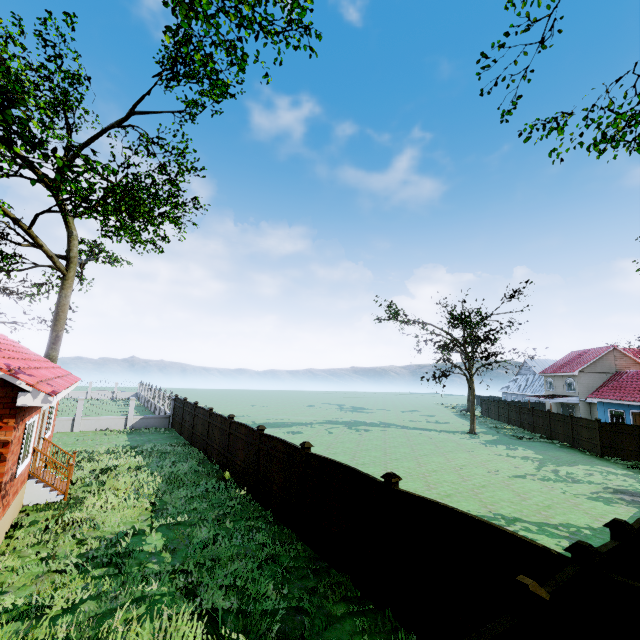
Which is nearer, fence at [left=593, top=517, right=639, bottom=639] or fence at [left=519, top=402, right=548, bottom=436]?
fence at [left=593, top=517, right=639, bottom=639]

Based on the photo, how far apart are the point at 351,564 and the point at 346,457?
11.49m

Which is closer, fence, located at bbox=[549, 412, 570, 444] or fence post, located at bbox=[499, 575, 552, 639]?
fence post, located at bbox=[499, 575, 552, 639]

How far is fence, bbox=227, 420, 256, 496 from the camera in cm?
1207

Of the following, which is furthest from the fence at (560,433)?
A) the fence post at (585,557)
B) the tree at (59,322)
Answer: the tree at (59,322)

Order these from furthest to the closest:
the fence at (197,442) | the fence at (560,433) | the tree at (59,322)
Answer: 1. the fence at (560,433)
2. the fence at (197,442)
3. the tree at (59,322)

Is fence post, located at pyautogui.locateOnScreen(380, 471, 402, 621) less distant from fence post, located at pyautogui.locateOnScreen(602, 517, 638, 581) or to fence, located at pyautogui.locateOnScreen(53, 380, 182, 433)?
fence, located at pyautogui.locateOnScreen(53, 380, 182, 433)
